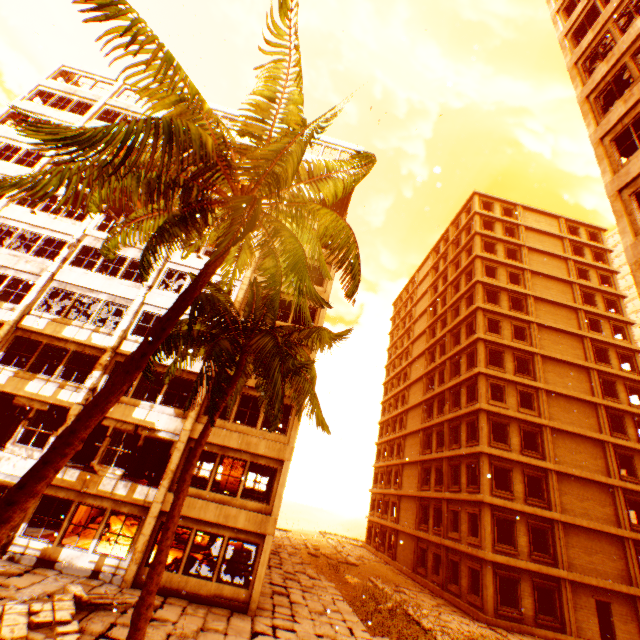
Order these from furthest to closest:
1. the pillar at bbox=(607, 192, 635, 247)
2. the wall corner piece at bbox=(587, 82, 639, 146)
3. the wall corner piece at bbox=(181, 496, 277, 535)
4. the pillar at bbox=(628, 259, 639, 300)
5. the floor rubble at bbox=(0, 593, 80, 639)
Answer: the wall corner piece at bbox=(181, 496, 277, 535)
the wall corner piece at bbox=(587, 82, 639, 146)
the pillar at bbox=(607, 192, 635, 247)
the pillar at bbox=(628, 259, 639, 300)
the floor rubble at bbox=(0, 593, 80, 639)

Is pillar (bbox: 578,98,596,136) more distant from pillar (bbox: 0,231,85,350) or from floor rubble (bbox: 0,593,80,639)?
floor rubble (bbox: 0,593,80,639)

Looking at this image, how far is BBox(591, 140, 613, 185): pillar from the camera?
11.5 meters

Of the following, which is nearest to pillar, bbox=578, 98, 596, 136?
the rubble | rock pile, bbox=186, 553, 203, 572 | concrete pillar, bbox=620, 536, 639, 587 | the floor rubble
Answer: the rubble

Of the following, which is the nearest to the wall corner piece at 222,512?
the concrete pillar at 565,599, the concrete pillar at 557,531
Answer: the concrete pillar at 565,599

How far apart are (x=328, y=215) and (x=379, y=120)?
7.72m

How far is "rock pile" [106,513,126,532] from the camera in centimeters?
1706cm

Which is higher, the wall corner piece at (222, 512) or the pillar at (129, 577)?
the wall corner piece at (222, 512)
